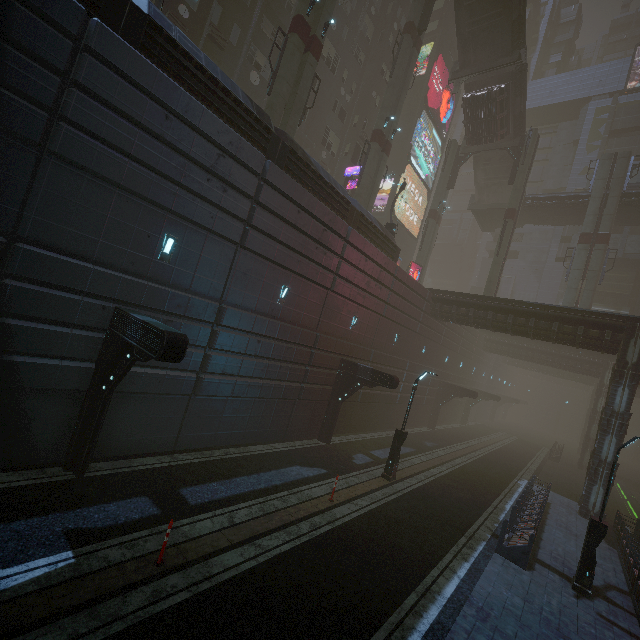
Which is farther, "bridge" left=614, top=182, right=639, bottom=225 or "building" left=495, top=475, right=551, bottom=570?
"bridge" left=614, top=182, right=639, bottom=225

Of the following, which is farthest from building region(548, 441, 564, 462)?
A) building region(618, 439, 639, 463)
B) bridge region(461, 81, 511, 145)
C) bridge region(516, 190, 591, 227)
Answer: building region(618, 439, 639, 463)

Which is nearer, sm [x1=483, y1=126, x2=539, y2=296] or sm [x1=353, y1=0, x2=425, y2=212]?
sm [x1=353, y1=0, x2=425, y2=212]

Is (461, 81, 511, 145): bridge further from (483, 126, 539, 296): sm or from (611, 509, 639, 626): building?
(611, 509, 639, 626): building

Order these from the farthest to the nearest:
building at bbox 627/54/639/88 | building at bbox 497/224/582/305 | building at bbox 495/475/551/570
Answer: building at bbox 627/54/639/88 < building at bbox 497/224/582/305 < building at bbox 495/475/551/570

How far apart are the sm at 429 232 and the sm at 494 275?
6.5 meters

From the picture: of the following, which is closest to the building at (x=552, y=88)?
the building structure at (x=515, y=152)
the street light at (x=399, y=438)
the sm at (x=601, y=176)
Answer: the sm at (x=601, y=176)

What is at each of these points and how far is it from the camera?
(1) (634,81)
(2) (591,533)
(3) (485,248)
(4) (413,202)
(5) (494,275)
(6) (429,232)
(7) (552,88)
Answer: (1) building, 44.2m
(2) street light, 11.0m
(3) building, 52.2m
(4) sign, 41.8m
(5) sm, 29.4m
(6) sm, 34.1m
(7) building, 50.6m
